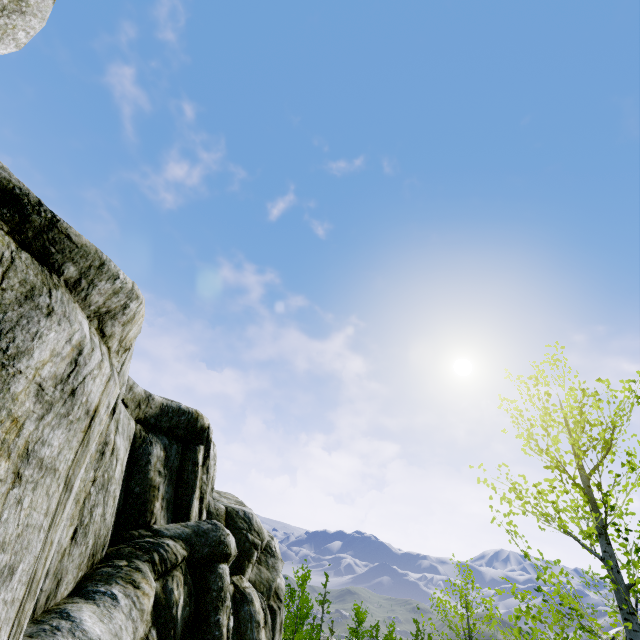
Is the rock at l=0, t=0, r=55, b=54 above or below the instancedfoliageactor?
above

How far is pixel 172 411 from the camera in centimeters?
1075cm

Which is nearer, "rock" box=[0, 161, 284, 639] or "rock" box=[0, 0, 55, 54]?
"rock" box=[0, 161, 284, 639]

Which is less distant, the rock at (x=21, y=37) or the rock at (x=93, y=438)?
the rock at (x=93, y=438)

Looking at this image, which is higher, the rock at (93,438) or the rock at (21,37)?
the rock at (21,37)

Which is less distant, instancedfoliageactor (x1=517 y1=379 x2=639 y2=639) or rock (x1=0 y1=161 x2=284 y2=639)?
rock (x1=0 y1=161 x2=284 y2=639)

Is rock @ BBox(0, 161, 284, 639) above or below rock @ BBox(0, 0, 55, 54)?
below
